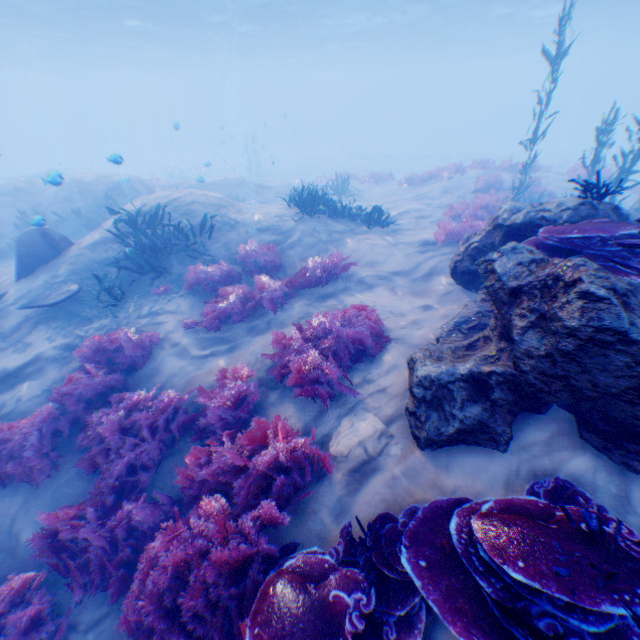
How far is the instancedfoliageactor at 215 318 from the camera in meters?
7.2 m

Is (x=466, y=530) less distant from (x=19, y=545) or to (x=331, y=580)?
(x=331, y=580)

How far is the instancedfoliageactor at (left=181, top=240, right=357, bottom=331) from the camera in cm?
723

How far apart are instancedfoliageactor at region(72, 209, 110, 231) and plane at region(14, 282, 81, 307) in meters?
7.8 m

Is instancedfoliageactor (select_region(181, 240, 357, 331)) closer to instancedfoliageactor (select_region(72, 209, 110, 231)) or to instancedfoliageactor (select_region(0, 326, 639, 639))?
instancedfoliageactor (select_region(0, 326, 639, 639))

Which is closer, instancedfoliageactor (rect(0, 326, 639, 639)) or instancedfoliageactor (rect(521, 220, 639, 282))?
instancedfoliageactor (rect(0, 326, 639, 639))

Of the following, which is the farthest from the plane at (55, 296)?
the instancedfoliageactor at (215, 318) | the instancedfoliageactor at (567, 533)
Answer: the instancedfoliageactor at (215, 318)

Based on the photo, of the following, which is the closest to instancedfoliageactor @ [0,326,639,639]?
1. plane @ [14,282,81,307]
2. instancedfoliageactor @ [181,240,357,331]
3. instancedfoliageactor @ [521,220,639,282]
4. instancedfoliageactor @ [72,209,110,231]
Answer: instancedfoliageactor @ [181,240,357,331]
